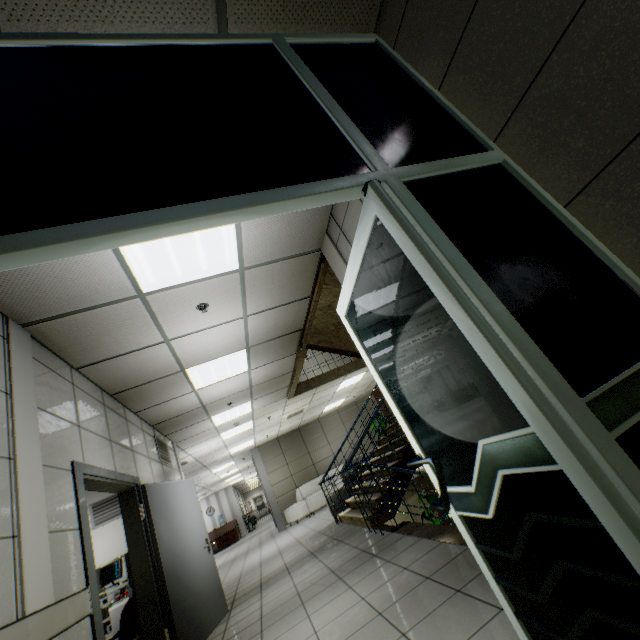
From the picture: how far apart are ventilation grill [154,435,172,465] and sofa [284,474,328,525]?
7.15m

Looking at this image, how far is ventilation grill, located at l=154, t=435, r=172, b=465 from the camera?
6.1 meters

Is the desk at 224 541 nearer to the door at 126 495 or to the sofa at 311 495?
the sofa at 311 495

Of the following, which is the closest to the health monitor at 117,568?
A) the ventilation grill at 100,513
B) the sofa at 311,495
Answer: the ventilation grill at 100,513

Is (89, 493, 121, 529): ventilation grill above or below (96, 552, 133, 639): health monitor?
above

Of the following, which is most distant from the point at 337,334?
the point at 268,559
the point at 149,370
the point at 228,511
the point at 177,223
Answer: the point at 228,511

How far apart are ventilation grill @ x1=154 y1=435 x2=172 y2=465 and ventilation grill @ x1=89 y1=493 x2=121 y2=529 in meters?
1.3

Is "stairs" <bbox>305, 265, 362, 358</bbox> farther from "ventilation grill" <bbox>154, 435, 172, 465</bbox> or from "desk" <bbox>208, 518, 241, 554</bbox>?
"desk" <bbox>208, 518, 241, 554</bbox>
